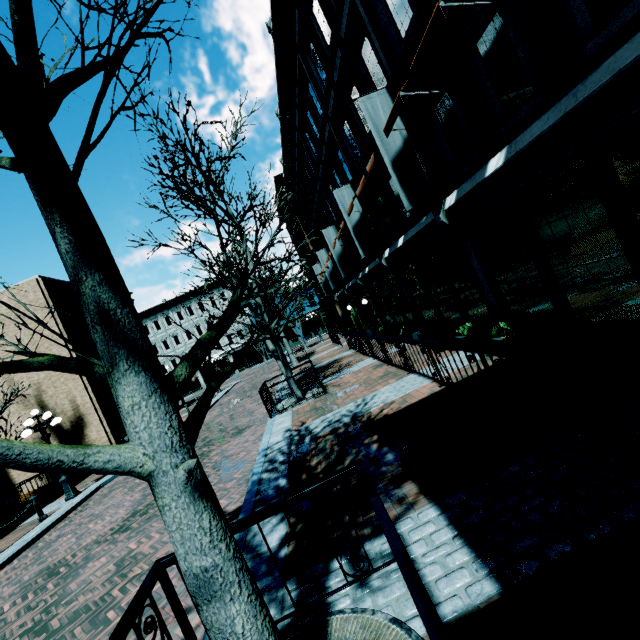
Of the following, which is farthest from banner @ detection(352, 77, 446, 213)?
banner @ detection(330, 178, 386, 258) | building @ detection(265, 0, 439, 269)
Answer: banner @ detection(330, 178, 386, 258)

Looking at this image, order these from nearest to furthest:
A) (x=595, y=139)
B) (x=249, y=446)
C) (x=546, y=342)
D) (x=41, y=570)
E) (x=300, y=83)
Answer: (x=595, y=139) → (x=546, y=342) → (x=41, y=570) → (x=249, y=446) → (x=300, y=83)

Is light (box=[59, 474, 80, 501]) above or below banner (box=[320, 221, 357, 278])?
below

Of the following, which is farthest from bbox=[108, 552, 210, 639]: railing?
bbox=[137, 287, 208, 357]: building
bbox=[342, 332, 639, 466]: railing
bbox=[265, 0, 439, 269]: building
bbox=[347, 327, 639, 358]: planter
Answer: bbox=[137, 287, 208, 357]: building

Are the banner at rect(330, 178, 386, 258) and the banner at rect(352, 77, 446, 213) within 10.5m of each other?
yes

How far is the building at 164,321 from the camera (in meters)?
44.97

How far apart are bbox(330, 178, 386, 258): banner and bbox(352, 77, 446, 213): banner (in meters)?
4.81

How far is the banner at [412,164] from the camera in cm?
750
